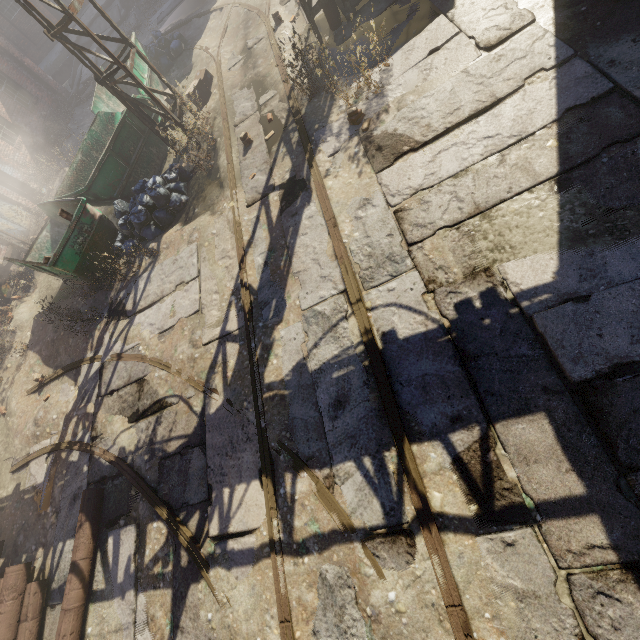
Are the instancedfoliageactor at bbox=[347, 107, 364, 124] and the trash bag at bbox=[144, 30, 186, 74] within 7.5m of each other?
no

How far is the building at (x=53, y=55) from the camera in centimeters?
1848cm

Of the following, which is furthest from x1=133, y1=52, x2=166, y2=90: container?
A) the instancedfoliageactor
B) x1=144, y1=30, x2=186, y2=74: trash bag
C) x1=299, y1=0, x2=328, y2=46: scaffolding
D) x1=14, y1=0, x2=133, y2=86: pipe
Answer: the instancedfoliageactor

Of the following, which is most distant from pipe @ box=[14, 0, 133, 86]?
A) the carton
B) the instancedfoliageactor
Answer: the instancedfoliageactor

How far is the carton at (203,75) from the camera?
9.2 meters

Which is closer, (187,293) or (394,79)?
(394,79)

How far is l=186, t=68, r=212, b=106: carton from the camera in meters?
9.2

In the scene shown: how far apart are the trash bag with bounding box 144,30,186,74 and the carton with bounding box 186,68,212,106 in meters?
3.0 m
